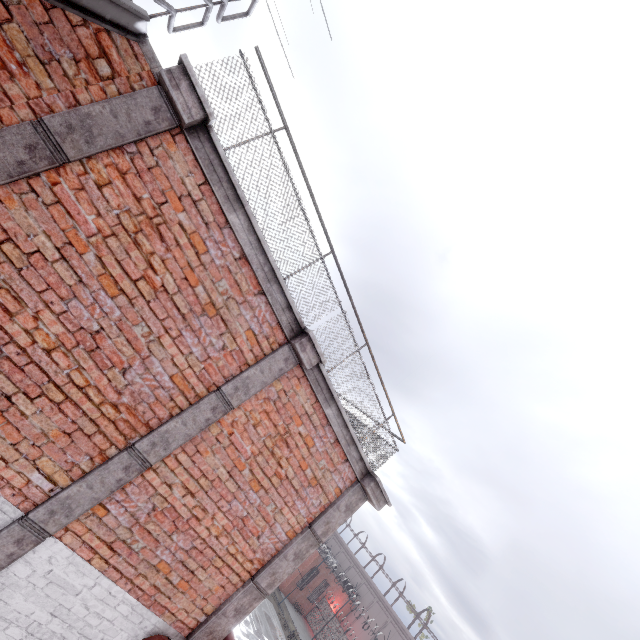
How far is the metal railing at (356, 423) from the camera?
3.4 meters

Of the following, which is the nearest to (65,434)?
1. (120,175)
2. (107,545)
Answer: (107,545)

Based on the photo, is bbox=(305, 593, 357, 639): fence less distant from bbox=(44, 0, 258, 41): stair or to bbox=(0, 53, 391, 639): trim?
bbox=(0, 53, 391, 639): trim

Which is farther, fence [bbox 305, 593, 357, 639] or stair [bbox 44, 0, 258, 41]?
fence [bbox 305, 593, 357, 639]

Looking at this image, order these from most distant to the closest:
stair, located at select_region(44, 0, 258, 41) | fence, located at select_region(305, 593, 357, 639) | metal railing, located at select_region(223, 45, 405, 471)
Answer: fence, located at select_region(305, 593, 357, 639)
metal railing, located at select_region(223, 45, 405, 471)
stair, located at select_region(44, 0, 258, 41)

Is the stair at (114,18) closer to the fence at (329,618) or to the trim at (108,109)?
the trim at (108,109)

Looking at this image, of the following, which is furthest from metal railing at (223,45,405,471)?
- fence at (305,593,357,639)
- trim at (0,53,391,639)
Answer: fence at (305,593,357,639)

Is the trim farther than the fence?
No
